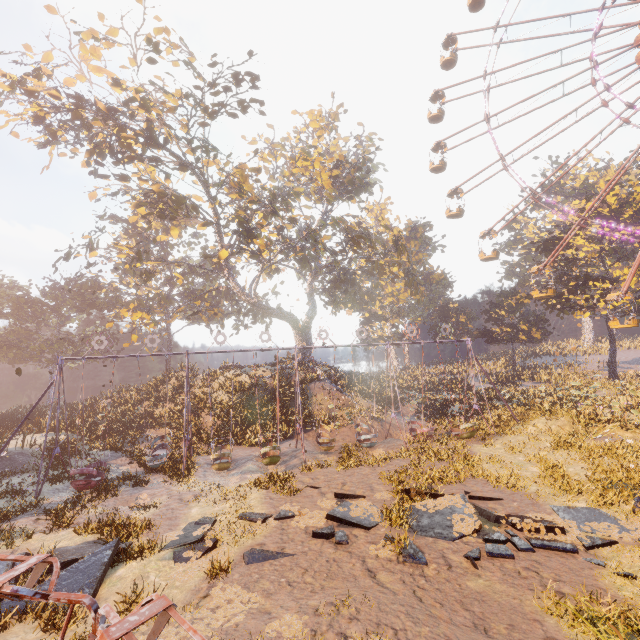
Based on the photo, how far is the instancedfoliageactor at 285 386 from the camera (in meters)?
22.41

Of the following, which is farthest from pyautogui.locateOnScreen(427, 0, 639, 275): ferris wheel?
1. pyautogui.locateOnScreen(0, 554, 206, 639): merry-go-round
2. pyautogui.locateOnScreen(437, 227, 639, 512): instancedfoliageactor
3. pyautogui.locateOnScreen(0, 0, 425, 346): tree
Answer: pyautogui.locateOnScreen(0, 554, 206, 639): merry-go-round

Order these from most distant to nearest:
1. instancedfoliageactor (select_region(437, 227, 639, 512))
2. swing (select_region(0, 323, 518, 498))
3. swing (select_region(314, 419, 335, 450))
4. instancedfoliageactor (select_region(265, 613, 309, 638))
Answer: swing (select_region(314, 419, 335, 450)) → swing (select_region(0, 323, 518, 498)) → instancedfoliageactor (select_region(437, 227, 639, 512)) → instancedfoliageactor (select_region(265, 613, 309, 638))

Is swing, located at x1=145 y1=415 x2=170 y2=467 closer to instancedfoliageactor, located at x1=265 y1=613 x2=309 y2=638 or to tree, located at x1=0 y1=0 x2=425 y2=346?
tree, located at x1=0 y1=0 x2=425 y2=346

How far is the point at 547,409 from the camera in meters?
21.2

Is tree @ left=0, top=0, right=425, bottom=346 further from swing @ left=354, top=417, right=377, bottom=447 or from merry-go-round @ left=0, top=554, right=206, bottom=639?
merry-go-round @ left=0, top=554, right=206, bottom=639

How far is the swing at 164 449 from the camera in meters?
16.8

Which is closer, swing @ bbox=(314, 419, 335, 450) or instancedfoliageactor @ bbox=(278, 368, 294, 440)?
swing @ bbox=(314, 419, 335, 450)
